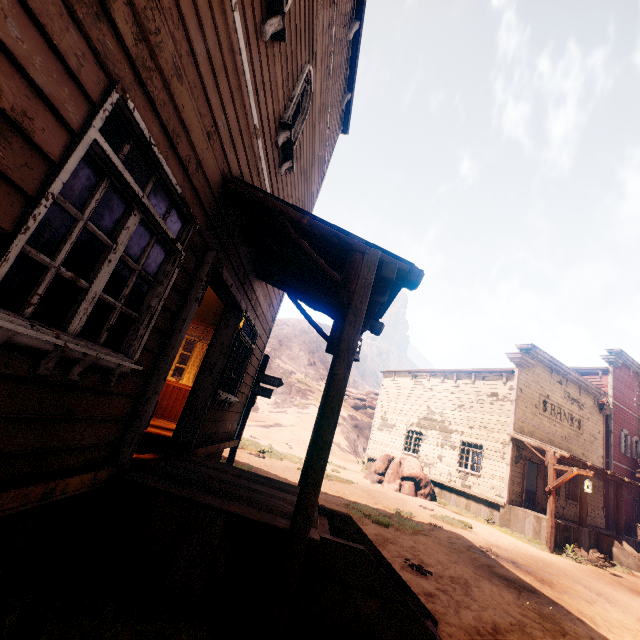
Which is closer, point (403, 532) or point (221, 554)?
point (221, 554)

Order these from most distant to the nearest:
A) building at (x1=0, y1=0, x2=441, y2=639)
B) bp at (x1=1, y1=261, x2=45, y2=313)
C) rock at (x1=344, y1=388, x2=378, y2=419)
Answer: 1. rock at (x1=344, y1=388, x2=378, y2=419)
2. bp at (x1=1, y1=261, x2=45, y2=313)
3. building at (x1=0, y1=0, x2=441, y2=639)

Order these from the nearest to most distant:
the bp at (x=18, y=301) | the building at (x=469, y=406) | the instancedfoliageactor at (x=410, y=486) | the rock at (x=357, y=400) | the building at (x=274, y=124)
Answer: the building at (x=274, y=124)
the bp at (x=18, y=301)
the building at (x=469, y=406)
the instancedfoliageactor at (x=410, y=486)
the rock at (x=357, y=400)

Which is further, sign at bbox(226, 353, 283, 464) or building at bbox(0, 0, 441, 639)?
sign at bbox(226, 353, 283, 464)

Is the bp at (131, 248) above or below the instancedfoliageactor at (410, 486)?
above

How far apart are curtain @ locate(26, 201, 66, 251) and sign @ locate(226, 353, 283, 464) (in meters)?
6.65

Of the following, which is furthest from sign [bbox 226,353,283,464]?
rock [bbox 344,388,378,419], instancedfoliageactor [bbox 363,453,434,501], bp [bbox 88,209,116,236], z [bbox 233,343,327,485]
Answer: rock [bbox 344,388,378,419]

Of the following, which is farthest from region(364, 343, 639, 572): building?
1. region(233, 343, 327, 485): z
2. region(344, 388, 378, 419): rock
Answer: region(344, 388, 378, 419): rock
